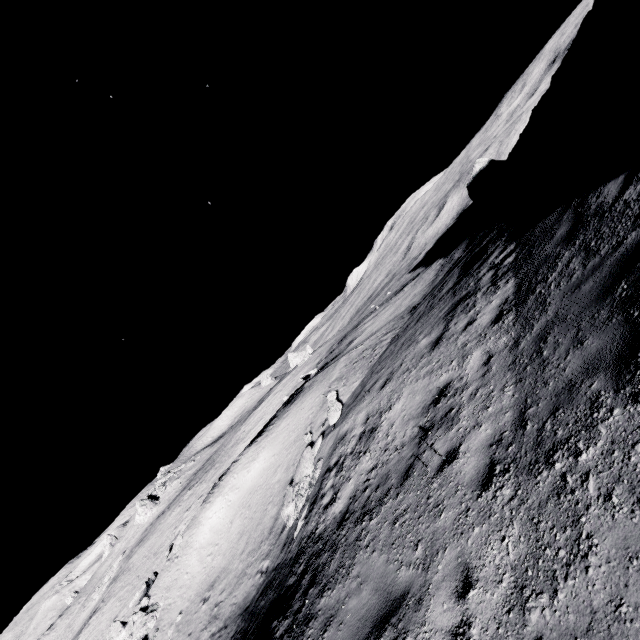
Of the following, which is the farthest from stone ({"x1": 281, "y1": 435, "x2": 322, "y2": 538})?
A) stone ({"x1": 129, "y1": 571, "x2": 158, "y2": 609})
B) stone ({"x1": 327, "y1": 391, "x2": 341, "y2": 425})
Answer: stone ({"x1": 129, "y1": 571, "x2": 158, "y2": 609})

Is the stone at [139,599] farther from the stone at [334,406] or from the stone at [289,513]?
the stone at [334,406]

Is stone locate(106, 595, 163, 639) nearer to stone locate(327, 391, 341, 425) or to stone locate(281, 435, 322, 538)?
stone locate(281, 435, 322, 538)

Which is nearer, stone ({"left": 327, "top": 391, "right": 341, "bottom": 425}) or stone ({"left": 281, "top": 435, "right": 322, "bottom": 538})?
stone ({"left": 281, "top": 435, "right": 322, "bottom": 538})

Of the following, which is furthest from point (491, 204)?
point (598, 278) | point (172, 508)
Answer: point (172, 508)

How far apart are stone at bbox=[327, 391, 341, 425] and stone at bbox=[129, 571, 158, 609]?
12.4 meters

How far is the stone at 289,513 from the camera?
10.2 meters

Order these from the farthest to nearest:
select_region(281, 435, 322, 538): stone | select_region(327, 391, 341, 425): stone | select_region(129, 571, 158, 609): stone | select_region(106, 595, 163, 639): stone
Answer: select_region(129, 571, 158, 609): stone → select_region(106, 595, 163, 639): stone → select_region(327, 391, 341, 425): stone → select_region(281, 435, 322, 538): stone
